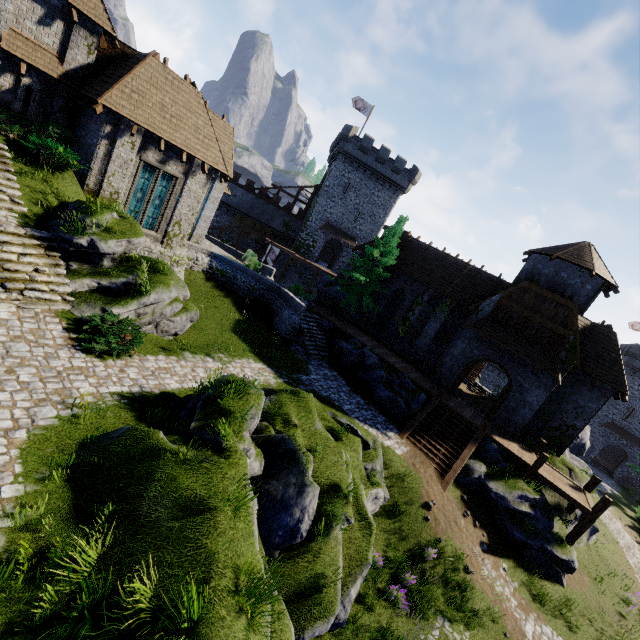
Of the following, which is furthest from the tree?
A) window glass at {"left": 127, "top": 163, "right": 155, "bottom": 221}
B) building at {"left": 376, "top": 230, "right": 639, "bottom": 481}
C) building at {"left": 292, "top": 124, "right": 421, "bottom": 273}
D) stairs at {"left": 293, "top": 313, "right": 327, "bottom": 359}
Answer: building at {"left": 292, "top": 124, "right": 421, "bottom": 273}

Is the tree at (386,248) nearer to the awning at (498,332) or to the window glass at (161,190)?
the awning at (498,332)

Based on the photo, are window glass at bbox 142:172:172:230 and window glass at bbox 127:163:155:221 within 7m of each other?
yes

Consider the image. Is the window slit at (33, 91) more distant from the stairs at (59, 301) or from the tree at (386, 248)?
the tree at (386, 248)

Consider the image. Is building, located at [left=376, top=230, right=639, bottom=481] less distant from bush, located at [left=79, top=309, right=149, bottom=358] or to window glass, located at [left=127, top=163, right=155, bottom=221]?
window glass, located at [left=127, top=163, right=155, bottom=221]

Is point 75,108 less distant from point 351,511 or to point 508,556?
point 351,511

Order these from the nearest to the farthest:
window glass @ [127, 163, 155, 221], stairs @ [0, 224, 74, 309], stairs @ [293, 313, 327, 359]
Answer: stairs @ [0, 224, 74, 309] < window glass @ [127, 163, 155, 221] < stairs @ [293, 313, 327, 359]

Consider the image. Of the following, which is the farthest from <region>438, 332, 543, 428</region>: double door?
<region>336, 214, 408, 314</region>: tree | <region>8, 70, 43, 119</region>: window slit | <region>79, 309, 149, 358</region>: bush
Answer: <region>8, 70, 43, 119</region>: window slit
